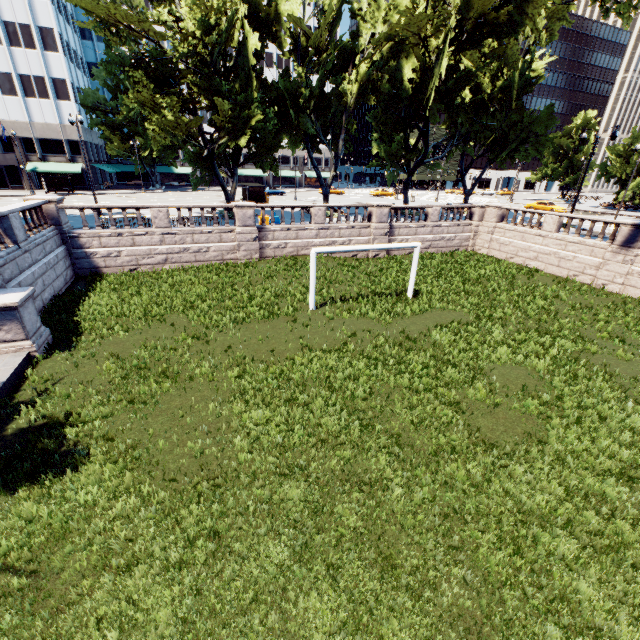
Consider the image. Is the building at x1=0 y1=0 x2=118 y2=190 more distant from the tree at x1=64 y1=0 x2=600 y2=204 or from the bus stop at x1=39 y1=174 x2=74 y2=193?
the bus stop at x1=39 y1=174 x2=74 y2=193

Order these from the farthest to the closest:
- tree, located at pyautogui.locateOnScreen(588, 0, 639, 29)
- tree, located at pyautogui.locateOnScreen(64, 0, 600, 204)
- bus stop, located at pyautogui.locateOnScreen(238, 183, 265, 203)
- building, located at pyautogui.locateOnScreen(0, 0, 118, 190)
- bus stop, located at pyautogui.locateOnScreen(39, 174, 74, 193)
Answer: bus stop, located at pyautogui.locateOnScreen(39, 174, 74, 193) → building, located at pyautogui.locateOnScreen(0, 0, 118, 190) → bus stop, located at pyautogui.locateOnScreen(238, 183, 265, 203) → tree, located at pyautogui.locateOnScreen(64, 0, 600, 204) → tree, located at pyautogui.locateOnScreen(588, 0, 639, 29)

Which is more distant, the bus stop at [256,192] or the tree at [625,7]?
the bus stop at [256,192]

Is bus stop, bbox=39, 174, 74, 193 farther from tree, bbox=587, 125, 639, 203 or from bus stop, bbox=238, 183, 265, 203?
bus stop, bbox=238, 183, 265, 203

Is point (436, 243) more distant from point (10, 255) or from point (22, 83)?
point (22, 83)

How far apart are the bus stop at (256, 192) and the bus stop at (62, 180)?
25.5 meters

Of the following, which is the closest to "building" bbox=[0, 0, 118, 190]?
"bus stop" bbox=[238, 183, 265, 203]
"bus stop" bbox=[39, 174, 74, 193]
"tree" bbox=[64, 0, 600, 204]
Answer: "tree" bbox=[64, 0, 600, 204]
